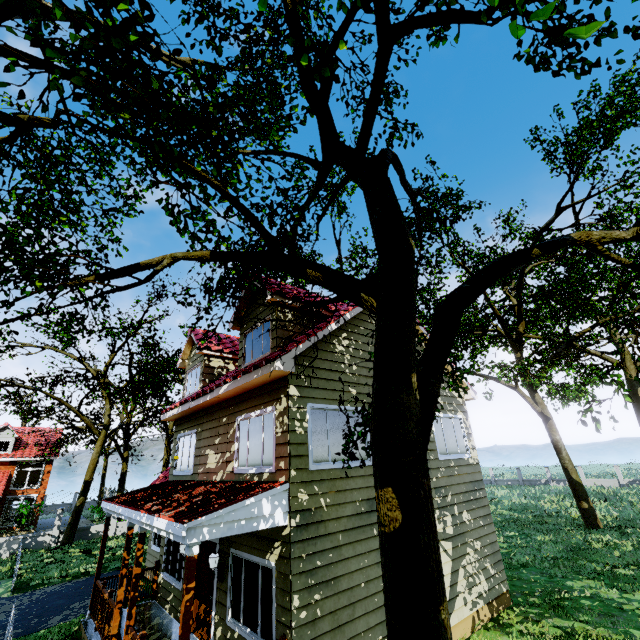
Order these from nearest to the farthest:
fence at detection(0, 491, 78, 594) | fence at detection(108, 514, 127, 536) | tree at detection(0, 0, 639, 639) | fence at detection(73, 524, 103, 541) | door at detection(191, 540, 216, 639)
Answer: tree at detection(0, 0, 639, 639), door at detection(191, 540, 216, 639), fence at detection(0, 491, 78, 594), fence at detection(73, 524, 103, 541), fence at detection(108, 514, 127, 536)

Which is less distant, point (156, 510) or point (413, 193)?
point (156, 510)

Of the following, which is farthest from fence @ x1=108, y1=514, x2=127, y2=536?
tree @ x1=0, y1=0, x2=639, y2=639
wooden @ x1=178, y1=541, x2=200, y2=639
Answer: wooden @ x1=178, y1=541, x2=200, y2=639

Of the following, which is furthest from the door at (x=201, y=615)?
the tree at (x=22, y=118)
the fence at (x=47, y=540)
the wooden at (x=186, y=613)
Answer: the fence at (x=47, y=540)

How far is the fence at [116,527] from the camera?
22.98m

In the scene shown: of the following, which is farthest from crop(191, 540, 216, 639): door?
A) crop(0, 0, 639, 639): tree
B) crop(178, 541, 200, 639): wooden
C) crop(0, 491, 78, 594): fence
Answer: crop(0, 491, 78, 594): fence
